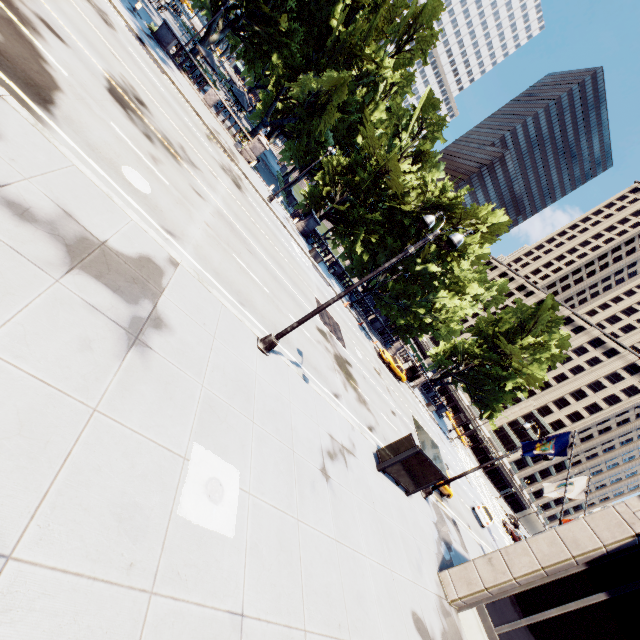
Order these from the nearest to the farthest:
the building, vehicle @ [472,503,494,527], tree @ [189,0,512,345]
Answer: the building < vehicle @ [472,503,494,527] < tree @ [189,0,512,345]

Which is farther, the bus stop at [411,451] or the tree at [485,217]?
the tree at [485,217]

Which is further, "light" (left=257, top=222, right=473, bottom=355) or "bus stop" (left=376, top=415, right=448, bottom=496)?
"bus stop" (left=376, top=415, right=448, bottom=496)

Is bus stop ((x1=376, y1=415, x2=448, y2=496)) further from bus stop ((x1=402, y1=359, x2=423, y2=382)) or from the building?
bus stop ((x1=402, y1=359, x2=423, y2=382))

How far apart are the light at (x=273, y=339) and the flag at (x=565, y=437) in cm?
1193

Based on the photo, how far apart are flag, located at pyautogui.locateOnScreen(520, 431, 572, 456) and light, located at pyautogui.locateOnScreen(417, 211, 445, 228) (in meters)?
11.93

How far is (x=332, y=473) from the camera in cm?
1066
